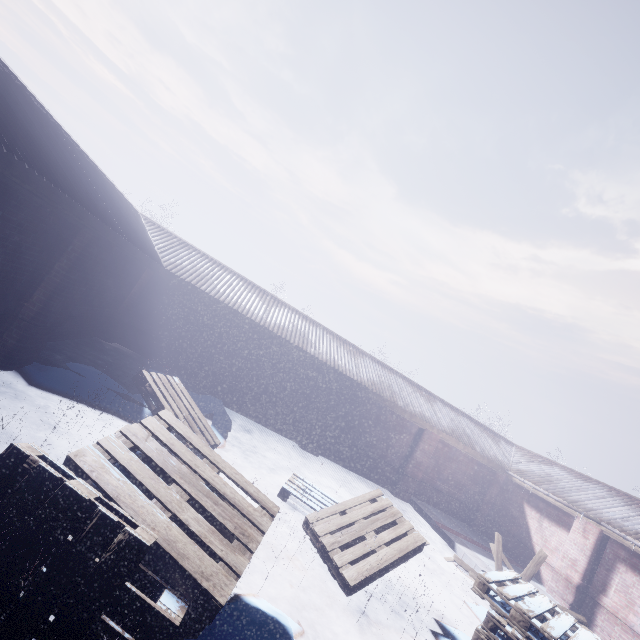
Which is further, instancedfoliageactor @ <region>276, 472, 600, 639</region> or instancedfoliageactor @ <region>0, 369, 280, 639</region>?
instancedfoliageactor @ <region>276, 472, 600, 639</region>

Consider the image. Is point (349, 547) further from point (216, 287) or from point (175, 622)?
point (216, 287)

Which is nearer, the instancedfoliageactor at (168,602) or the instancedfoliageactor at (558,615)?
the instancedfoliageactor at (168,602)
